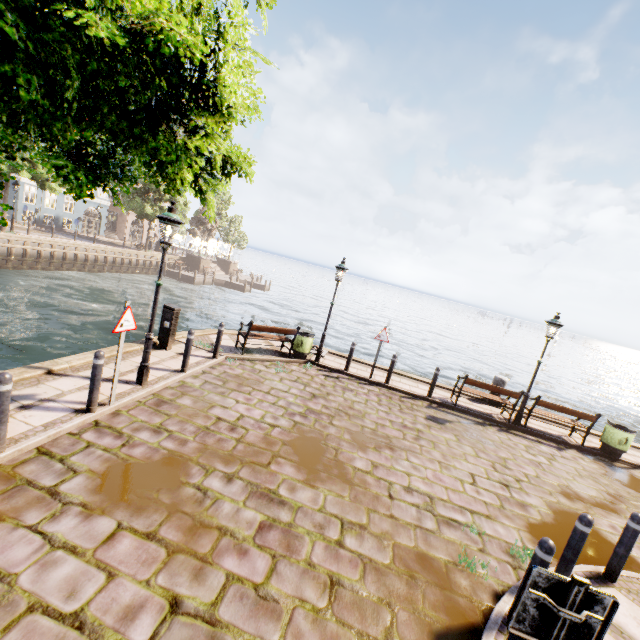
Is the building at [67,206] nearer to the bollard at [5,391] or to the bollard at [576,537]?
the bollard at [5,391]

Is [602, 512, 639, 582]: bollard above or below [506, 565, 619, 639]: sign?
below

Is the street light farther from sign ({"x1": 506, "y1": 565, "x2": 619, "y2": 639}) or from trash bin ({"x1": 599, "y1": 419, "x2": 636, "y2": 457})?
trash bin ({"x1": 599, "y1": 419, "x2": 636, "y2": 457})

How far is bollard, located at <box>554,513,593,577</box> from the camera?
4.3m

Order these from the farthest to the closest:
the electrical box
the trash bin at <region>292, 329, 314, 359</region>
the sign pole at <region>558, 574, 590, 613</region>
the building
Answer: the building < the trash bin at <region>292, 329, 314, 359</region> < the electrical box < the sign pole at <region>558, 574, 590, 613</region>

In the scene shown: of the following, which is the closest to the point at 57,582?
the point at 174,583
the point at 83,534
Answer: the point at 83,534

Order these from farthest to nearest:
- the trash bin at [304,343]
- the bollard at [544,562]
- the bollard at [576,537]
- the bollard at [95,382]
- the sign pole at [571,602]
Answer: the trash bin at [304,343]
the bollard at [95,382]
the bollard at [576,537]
the bollard at [544,562]
the sign pole at [571,602]

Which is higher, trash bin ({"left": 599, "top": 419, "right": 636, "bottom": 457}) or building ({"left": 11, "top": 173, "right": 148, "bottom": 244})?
building ({"left": 11, "top": 173, "right": 148, "bottom": 244})
